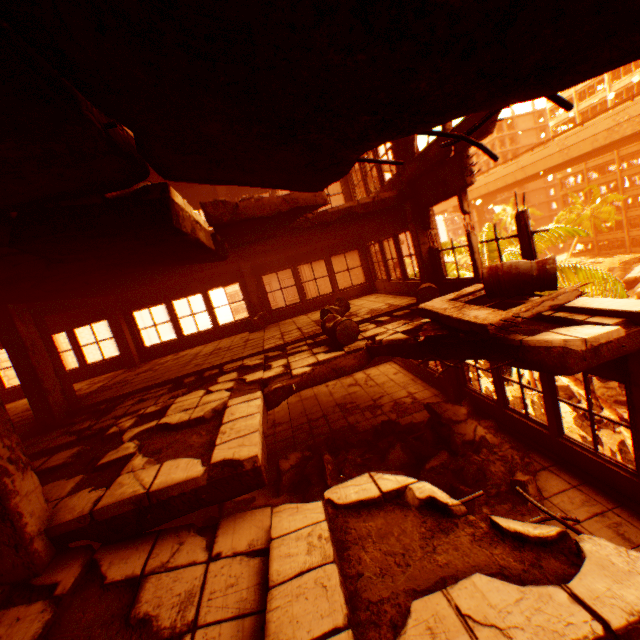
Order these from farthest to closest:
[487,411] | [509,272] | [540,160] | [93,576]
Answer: [540,160]
[487,411]
[509,272]
[93,576]

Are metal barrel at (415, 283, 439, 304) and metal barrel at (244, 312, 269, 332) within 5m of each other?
no

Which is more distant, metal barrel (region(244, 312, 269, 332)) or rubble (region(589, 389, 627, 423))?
rubble (region(589, 389, 627, 423))

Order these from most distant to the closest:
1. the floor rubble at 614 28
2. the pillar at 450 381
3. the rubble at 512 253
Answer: the rubble at 512 253, the pillar at 450 381, the floor rubble at 614 28

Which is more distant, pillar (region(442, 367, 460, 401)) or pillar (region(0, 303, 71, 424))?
pillar (region(442, 367, 460, 401))

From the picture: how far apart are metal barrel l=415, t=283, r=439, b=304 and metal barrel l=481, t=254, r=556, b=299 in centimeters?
211cm

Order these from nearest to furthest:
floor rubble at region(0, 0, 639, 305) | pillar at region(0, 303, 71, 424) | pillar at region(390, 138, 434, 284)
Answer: floor rubble at region(0, 0, 639, 305), pillar at region(0, 303, 71, 424), pillar at region(390, 138, 434, 284)

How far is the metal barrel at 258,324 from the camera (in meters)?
11.73
